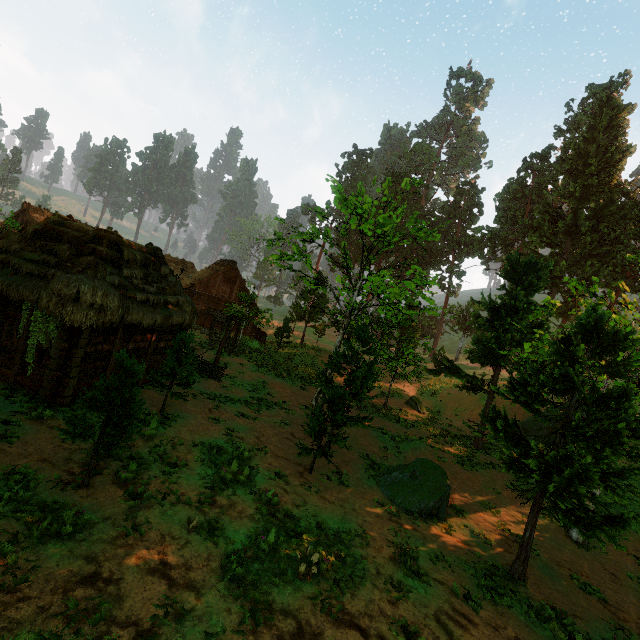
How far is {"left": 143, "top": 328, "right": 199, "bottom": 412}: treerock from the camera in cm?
1294

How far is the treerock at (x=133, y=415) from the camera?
7.8m

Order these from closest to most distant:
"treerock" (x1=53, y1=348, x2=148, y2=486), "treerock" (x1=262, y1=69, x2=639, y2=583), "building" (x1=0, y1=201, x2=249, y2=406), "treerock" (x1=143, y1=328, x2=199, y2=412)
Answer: "treerock" (x1=53, y1=348, x2=148, y2=486) → "treerock" (x1=262, y1=69, x2=639, y2=583) → "building" (x1=0, y1=201, x2=249, y2=406) → "treerock" (x1=143, y1=328, x2=199, y2=412)

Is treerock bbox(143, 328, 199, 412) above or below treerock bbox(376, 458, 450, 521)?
above

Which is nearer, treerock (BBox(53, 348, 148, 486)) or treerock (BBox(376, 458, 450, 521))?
treerock (BBox(53, 348, 148, 486))

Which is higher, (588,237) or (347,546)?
(588,237)
